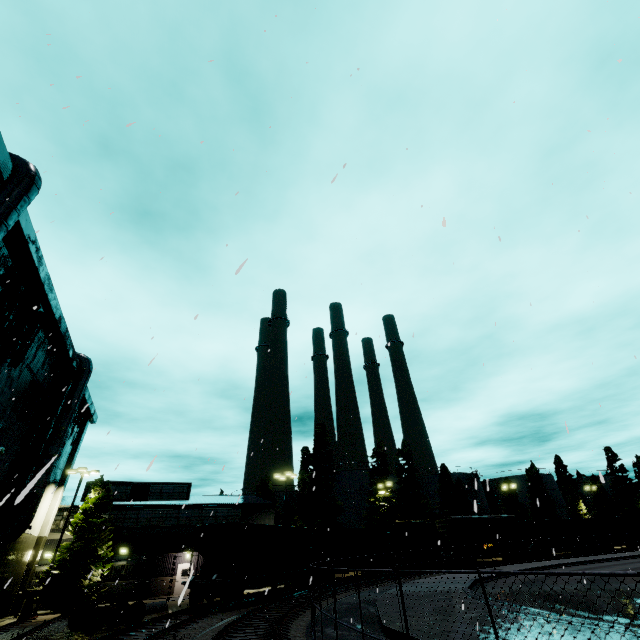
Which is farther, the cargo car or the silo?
the silo

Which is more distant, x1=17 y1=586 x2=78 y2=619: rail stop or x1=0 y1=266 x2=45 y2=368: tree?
x1=17 y1=586 x2=78 y2=619: rail stop

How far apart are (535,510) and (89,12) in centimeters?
8162cm

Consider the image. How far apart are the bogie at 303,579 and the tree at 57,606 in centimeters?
1620cm

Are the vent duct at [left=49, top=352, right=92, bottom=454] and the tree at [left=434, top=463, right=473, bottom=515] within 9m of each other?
no

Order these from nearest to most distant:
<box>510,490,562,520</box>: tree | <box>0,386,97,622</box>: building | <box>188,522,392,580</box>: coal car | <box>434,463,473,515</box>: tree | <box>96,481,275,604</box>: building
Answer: <box>188,522,392,580</box>: coal car < <box>0,386,97,622</box>: building < <box>96,481,275,604</box>: building < <box>434,463,473,515</box>: tree < <box>510,490,562,520</box>: tree

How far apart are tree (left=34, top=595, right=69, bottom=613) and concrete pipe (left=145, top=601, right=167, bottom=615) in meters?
7.8

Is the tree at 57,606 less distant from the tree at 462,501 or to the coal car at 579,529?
the coal car at 579,529
